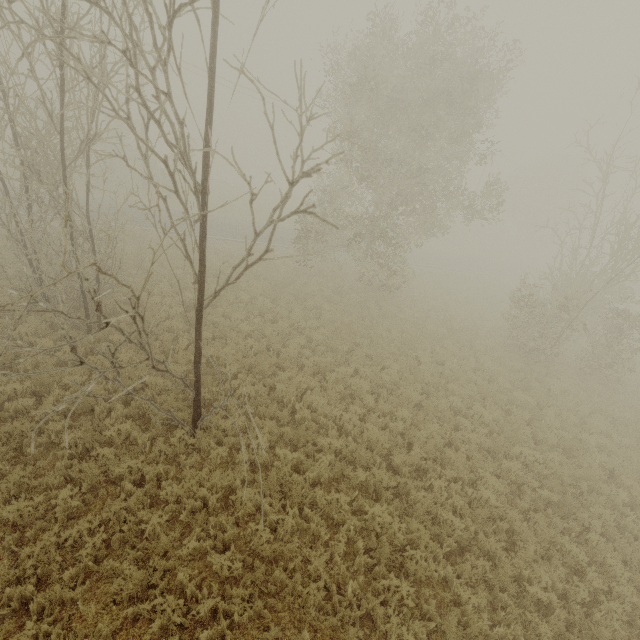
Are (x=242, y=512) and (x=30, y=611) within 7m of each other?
yes
